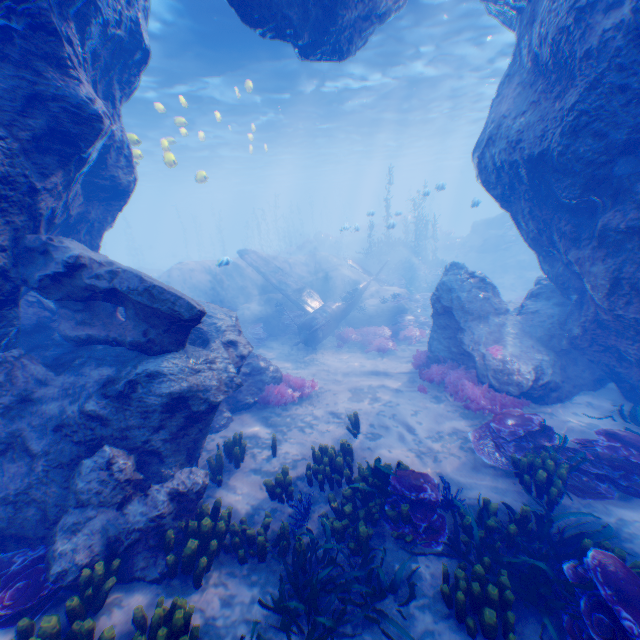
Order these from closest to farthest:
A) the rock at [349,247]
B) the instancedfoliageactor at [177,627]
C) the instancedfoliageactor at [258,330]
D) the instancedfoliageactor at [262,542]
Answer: the instancedfoliageactor at [177,627]
the instancedfoliageactor at [262,542]
the instancedfoliageactor at [258,330]
the rock at [349,247]

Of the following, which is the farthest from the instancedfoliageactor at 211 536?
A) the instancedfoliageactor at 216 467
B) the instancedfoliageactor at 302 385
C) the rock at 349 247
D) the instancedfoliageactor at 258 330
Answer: the rock at 349 247

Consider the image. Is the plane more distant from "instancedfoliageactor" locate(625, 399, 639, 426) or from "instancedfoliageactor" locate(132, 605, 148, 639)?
"instancedfoliageactor" locate(132, 605, 148, 639)

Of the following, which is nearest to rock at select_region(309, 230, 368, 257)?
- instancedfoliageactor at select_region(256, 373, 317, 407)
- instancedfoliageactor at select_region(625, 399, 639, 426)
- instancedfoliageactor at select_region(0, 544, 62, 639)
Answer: instancedfoliageactor at select_region(256, 373, 317, 407)

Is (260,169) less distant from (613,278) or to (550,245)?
(550,245)

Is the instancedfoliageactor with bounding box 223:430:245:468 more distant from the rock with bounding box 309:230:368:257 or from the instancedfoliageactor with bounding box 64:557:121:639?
the rock with bounding box 309:230:368:257

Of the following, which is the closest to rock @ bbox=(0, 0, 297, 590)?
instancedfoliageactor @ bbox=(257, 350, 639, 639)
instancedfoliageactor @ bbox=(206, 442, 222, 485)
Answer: instancedfoliageactor @ bbox=(206, 442, 222, 485)

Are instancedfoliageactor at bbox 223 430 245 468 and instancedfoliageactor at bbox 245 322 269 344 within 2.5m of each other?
no
